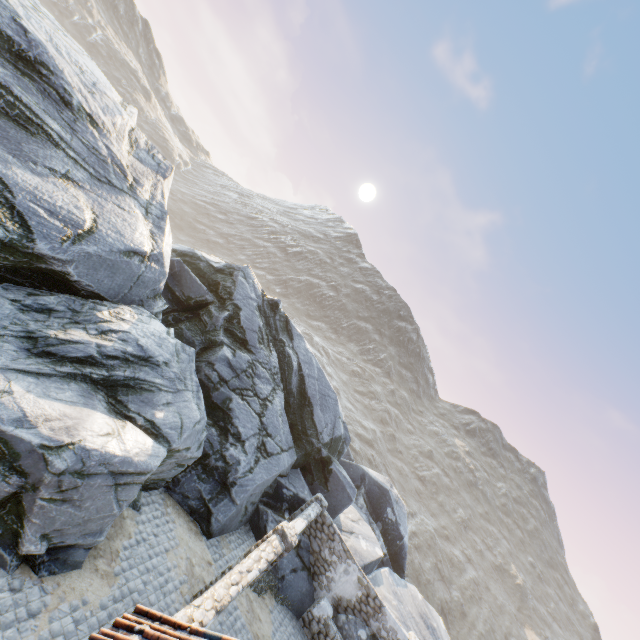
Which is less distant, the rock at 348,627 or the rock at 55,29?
the rock at 55,29

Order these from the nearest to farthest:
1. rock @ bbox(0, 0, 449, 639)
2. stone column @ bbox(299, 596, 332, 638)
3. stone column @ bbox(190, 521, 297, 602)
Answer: rock @ bbox(0, 0, 449, 639) → stone column @ bbox(190, 521, 297, 602) → stone column @ bbox(299, 596, 332, 638)

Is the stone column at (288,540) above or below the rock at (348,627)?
above

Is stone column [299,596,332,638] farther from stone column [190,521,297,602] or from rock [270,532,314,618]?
stone column [190,521,297,602]

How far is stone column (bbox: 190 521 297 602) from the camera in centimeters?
903cm

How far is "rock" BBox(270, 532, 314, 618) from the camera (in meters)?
13.07

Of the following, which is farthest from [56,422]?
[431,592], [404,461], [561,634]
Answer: [561,634]
